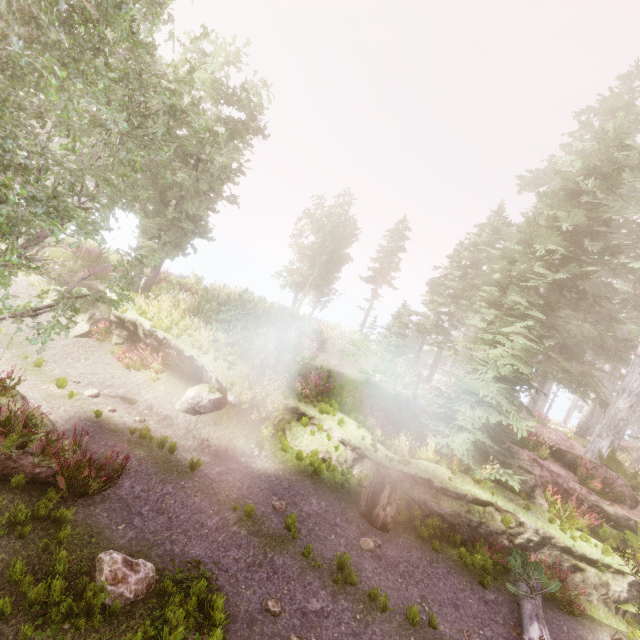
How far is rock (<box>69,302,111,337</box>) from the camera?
14.21m

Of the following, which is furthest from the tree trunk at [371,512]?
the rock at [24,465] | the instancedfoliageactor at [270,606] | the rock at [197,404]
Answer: the rock at [24,465]

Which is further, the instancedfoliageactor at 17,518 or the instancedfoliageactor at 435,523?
the instancedfoliageactor at 435,523

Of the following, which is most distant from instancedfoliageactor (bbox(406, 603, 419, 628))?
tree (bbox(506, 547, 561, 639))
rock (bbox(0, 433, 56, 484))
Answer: rock (bbox(0, 433, 56, 484))

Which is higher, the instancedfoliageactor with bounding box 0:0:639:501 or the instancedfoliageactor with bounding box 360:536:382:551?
the instancedfoliageactor with bounding box 0:0:639:501

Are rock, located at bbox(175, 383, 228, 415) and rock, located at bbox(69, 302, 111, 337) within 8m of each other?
yes

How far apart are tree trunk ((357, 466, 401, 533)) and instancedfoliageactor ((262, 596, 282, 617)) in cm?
359

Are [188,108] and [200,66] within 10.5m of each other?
yes
